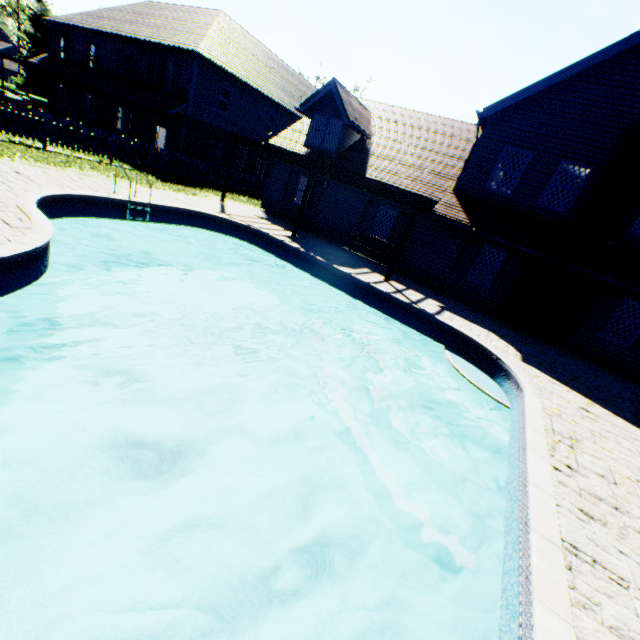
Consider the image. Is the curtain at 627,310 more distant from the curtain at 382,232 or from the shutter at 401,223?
the curtain at 382,232

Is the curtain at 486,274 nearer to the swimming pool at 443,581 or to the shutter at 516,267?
the shutter at 516,267

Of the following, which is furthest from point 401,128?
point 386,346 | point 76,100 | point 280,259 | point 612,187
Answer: point 76,100

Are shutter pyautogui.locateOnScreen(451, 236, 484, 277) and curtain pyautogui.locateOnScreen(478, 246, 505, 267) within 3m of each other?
yes

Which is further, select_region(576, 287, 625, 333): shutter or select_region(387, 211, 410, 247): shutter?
select_region(387, 211, 410, 247): shutter

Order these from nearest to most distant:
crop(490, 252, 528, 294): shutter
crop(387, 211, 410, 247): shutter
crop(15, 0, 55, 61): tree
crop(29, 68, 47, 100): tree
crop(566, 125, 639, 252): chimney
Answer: crop(566, 125, 639, 252): chimney, crop(490, 252, 528, 294): shutter, crop(387, 211, 410, 247): shutter, crop(15, 0, 55, 61): tree, crop(29, 68, 47, 100): tree

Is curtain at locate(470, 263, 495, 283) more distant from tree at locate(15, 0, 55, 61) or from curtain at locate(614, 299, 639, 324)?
tree at locate(15, 0, 55, 61)

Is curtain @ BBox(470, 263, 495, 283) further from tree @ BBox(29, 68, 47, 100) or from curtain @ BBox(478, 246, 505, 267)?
tree @ BBox(29, 68, 47, 100)
